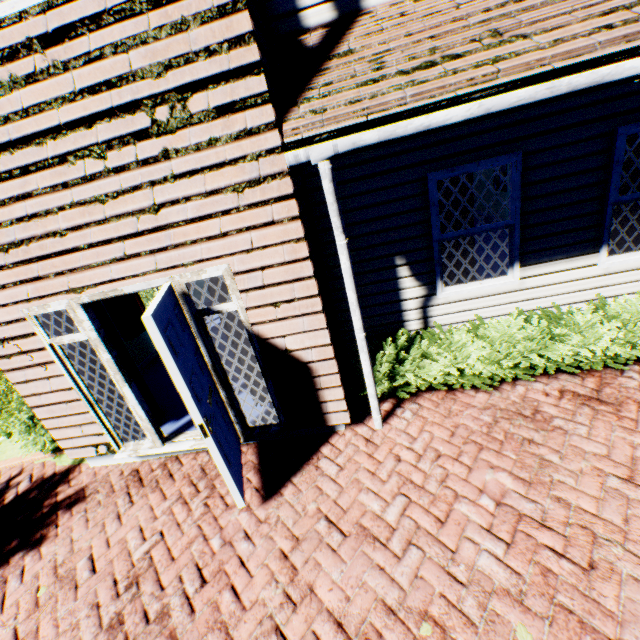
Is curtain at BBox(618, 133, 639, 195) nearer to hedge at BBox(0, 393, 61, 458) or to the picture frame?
the picture frame

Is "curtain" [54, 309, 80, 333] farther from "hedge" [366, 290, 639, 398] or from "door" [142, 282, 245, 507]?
"hedge" [366, 290, 639, 398]

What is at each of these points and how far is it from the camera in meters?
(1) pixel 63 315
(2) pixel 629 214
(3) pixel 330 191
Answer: (1) curtain, 4.0
(2) curtain, 4.2
(3) drain pipe, 2.7

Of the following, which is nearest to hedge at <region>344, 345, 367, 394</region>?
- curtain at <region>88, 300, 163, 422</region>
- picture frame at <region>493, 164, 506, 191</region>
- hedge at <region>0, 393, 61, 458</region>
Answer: curtain at <region>88, 300, 163, 422</region>

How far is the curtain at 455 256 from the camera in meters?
4.5

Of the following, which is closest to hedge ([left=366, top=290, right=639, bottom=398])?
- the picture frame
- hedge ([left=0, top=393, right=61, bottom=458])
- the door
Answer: the door

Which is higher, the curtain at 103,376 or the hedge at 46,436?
the curtain at 103,376

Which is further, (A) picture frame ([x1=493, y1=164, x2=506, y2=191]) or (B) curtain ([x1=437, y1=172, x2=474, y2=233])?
(A) picture frame ([x1=493, y1=164, x2=506, y2=191])
